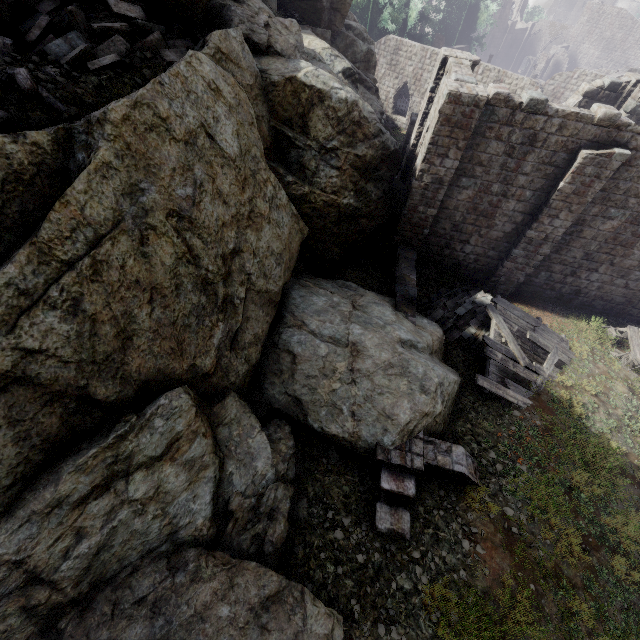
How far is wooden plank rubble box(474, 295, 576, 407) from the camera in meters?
11.2 m

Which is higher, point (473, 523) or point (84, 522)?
point (84, 522)

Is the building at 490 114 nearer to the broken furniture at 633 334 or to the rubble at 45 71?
the broken furniture at 633 334

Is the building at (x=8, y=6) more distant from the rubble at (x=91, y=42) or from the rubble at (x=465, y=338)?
the rubble at (x=465, y=338)

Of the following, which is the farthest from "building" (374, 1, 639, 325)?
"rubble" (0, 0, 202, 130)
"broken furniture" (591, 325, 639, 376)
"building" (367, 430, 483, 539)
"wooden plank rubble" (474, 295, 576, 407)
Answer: "building" (367, 430, 483, 539)

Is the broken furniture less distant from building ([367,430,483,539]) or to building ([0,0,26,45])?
building ([367,430,483,539])

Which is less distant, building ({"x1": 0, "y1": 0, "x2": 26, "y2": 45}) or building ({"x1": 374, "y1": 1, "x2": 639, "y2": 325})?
building ({"x1": 0, "y1": 0, "x2": 26, "y2": 45})

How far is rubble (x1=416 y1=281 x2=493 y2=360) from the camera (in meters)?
12.85
